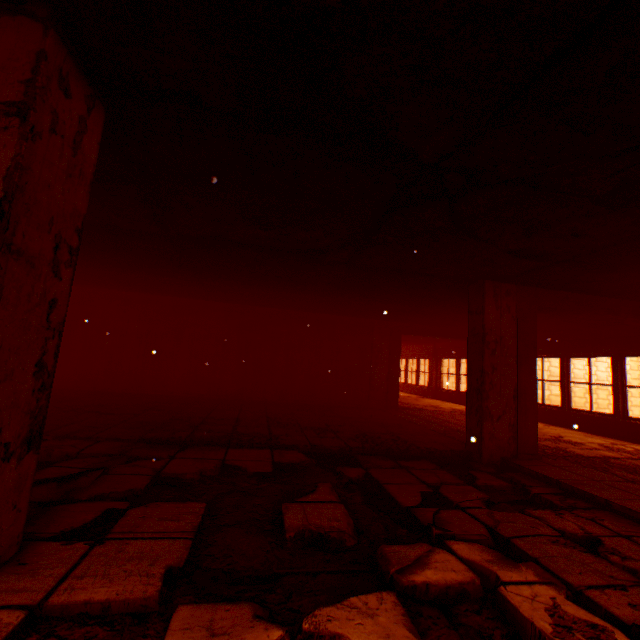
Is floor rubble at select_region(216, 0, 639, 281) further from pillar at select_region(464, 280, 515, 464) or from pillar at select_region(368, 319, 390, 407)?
pillar at select_region(368, 319, 390, 407)

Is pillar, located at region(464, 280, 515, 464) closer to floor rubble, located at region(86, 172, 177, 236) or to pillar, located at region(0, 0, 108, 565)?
floor rubble, located at region(86, 172, 177, 236)

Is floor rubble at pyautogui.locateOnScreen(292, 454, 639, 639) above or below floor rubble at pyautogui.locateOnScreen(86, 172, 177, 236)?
below

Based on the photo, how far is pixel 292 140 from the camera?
2.3m

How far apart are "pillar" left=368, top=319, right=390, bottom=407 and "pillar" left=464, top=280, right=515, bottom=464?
4.60m

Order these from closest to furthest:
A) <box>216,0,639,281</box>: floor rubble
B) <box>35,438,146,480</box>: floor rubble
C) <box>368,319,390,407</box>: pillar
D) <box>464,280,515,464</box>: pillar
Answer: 1. <box>216,0,639,281</box>: floor rubble
2. <box>35,438,146,480</box>: floor rubble
3. <box>464,280,515,464</box>: pillar
4. <box>368,319,390,407</box>: pillar

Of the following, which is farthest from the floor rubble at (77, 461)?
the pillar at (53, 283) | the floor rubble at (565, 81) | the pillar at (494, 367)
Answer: the floor rubble at (565, 81)

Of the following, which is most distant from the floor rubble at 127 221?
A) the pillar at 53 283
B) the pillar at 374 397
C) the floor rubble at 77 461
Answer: the pillar at 374 397
